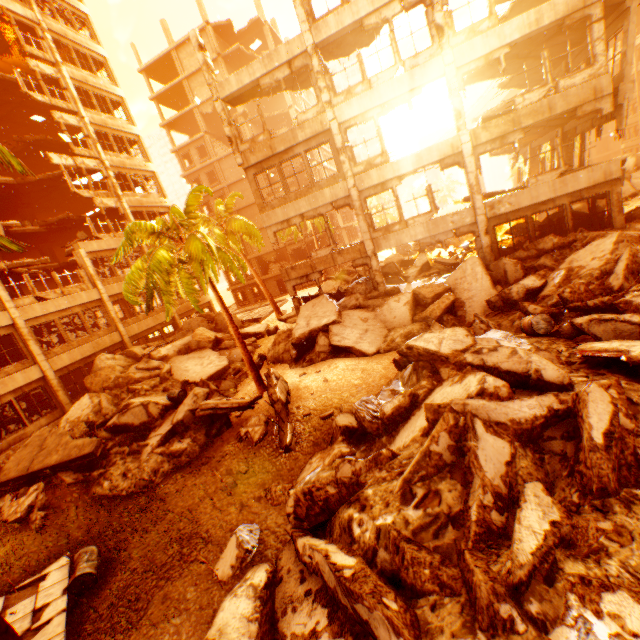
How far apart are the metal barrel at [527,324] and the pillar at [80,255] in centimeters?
2231cm

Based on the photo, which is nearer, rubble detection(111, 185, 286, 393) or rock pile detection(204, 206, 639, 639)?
rock pile detection(204, 206, 639, 639)

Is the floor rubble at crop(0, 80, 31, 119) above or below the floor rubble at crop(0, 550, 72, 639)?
above

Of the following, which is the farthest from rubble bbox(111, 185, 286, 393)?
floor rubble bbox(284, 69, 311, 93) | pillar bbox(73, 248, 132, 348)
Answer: pillar bbox(73, 248, 132, 348)

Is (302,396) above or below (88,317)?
below

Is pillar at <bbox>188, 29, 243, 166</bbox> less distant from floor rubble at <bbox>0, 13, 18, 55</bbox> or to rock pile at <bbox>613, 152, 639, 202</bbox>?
rock pile at <bbox>613, 152, 639, 202</bbox>

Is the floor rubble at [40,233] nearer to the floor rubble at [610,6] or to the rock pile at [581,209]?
the rock pile at [581,209]

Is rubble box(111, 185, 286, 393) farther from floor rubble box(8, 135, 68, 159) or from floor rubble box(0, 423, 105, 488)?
floor rubble box(8, 135, 68, 159)
